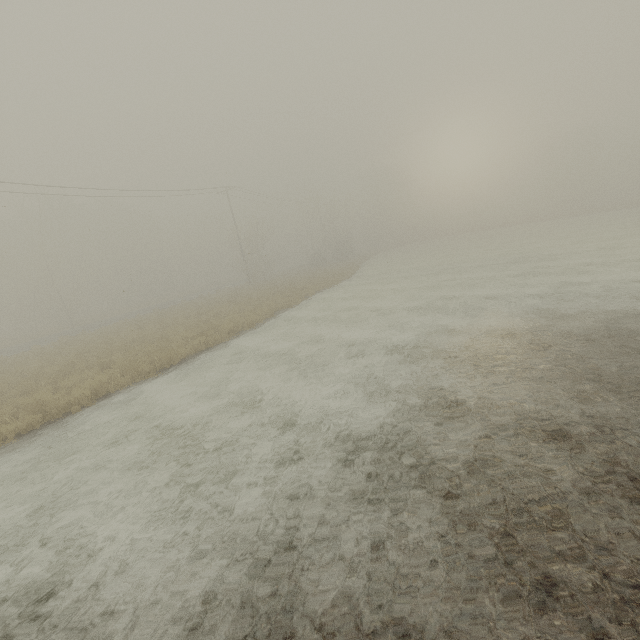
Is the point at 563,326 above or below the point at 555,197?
below
